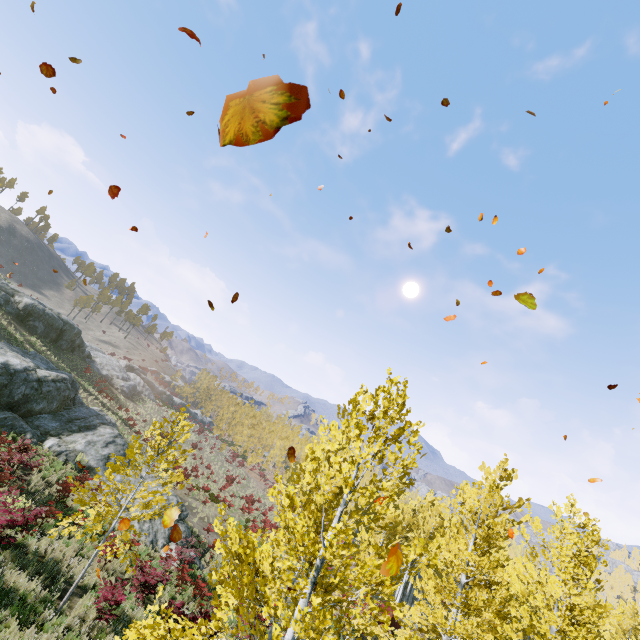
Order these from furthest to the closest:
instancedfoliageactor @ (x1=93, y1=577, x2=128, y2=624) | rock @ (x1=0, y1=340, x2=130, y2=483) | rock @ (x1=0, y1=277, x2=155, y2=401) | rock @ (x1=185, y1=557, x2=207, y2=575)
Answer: rock @ (x1=0, y1=277, x2=155, y2=401)
rock @ (x1=0, y1=340, x2=130, y2=483)
rock @ (x1=185, y1=557, x2=207, y2=575)
instancedfoliageactor @ (x1=93, y1=577, x2=128, y2=624)

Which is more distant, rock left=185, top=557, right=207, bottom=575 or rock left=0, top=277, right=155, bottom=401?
rock left=0, top=277, right=155, bottom=401

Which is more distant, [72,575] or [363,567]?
[72,575]

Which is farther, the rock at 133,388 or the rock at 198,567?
the rock at 133,388

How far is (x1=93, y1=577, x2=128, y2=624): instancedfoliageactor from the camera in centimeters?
941cm

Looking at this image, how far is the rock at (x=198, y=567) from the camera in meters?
17.0

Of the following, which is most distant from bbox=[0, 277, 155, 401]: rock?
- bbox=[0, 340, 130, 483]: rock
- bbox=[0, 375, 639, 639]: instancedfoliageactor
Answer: bbox=[0, 375, 639, 639]: instancedfoliageactor

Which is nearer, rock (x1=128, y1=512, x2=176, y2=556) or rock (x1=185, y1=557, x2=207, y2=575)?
rock (x1=128, y1=512, x2=176, y2=556)
